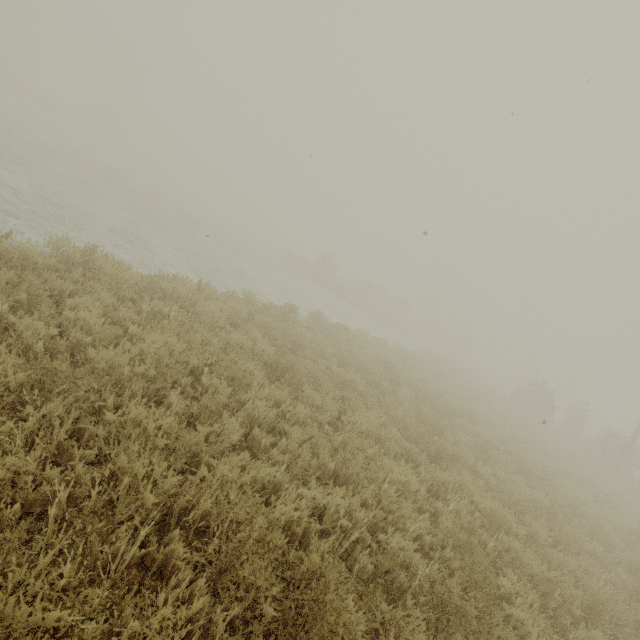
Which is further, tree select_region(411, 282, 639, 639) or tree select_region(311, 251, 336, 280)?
tree select_region(311, 251, 336, 280)

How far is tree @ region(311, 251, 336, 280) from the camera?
33.2 meters

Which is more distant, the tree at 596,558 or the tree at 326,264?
the tree at 326,264

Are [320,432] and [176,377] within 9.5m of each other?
yes

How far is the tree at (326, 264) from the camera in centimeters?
3316cm
